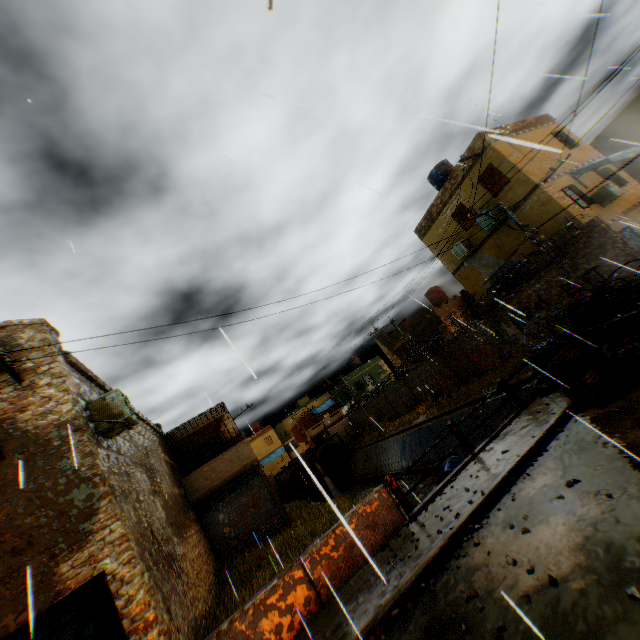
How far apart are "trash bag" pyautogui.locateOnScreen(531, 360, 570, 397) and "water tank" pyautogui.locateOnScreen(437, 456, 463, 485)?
7.9m

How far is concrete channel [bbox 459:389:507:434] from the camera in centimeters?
1569cm

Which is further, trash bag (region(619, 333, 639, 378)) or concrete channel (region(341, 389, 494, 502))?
concrete channel (region(341, 389, 494, 502))

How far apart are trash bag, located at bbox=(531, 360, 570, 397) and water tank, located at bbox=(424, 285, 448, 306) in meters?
22.2

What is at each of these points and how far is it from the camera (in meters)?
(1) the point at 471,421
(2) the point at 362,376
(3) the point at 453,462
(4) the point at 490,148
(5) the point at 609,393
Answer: (1) concrete channel, 17.36
(2) building, 44.91
(3) water tank, 16.34
(4) building, 15.85
(5) wooden box, 6.87

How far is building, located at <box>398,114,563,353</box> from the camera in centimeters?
1611cm

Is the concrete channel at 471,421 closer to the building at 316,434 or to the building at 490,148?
the building at 490,148

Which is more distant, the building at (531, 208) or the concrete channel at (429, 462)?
the concrete channel at (429, 462)
